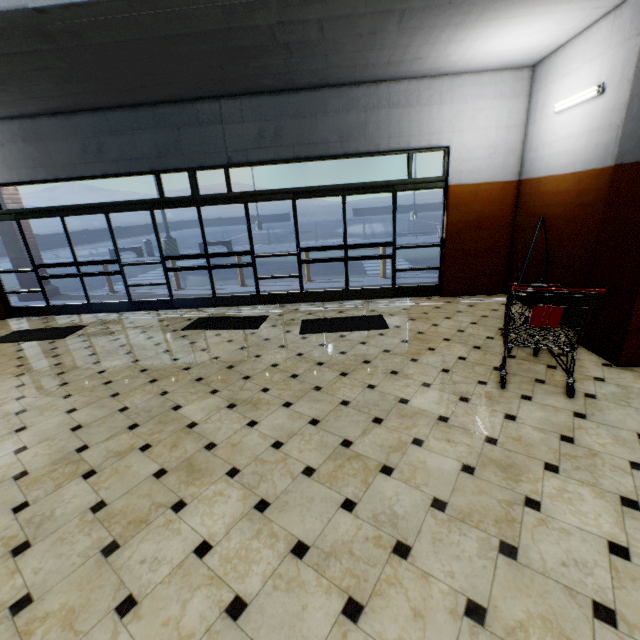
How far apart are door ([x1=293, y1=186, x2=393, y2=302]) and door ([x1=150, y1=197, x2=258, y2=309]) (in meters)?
0.99

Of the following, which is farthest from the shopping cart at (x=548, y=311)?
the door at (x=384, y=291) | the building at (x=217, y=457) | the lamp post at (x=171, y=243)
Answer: the lamp post at (x=171, y=243)

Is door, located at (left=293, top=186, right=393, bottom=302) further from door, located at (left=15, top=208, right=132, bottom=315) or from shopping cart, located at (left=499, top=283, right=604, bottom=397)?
door, located at (left=15, top=208, right=132, bottom=315)

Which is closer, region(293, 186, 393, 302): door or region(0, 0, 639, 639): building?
region(0, 0, 639, 639): building

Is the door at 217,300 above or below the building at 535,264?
below

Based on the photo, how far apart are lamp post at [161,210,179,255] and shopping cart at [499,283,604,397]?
17.71m

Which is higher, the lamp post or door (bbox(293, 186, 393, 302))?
the lamp post

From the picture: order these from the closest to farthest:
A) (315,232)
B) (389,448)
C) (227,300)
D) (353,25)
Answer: (389,448) < (353,25) < (227,300) < (315,232)
